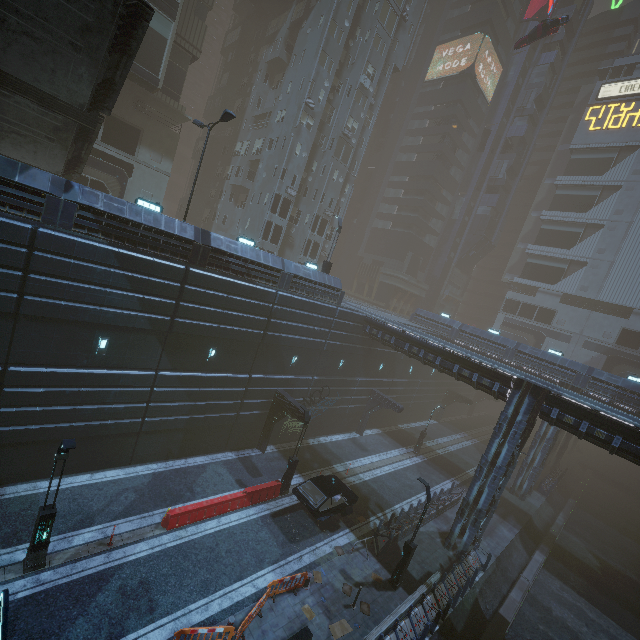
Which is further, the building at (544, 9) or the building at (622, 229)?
the building at (544, 9)

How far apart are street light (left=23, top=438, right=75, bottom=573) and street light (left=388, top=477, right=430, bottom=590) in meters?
14.9 m

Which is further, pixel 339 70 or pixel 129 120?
pixel 339 70

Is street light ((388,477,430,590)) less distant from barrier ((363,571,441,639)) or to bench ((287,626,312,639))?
barrier ((363,571,441,639))

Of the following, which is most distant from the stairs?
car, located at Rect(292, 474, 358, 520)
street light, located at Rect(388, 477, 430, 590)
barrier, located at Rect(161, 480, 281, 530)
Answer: street light, located at Rect(388, 477, 430, 590)

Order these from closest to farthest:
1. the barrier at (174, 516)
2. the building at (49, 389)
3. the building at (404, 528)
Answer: the building at (49, 389) < the barrier at (174, 516) < the building at (404, 528)

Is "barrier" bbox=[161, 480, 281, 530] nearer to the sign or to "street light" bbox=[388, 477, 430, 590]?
"street light" bbox=[388, 477, 430, 590]

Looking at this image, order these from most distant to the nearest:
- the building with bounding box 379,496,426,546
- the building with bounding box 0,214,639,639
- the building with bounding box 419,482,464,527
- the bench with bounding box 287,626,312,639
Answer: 1. the building with bounding box 419,482,464,527
2. the building with bounding box 379,496,426,546
3. the building with bounding box 0,214,639,639
4. the bench with bounding box 287,626,312,639
